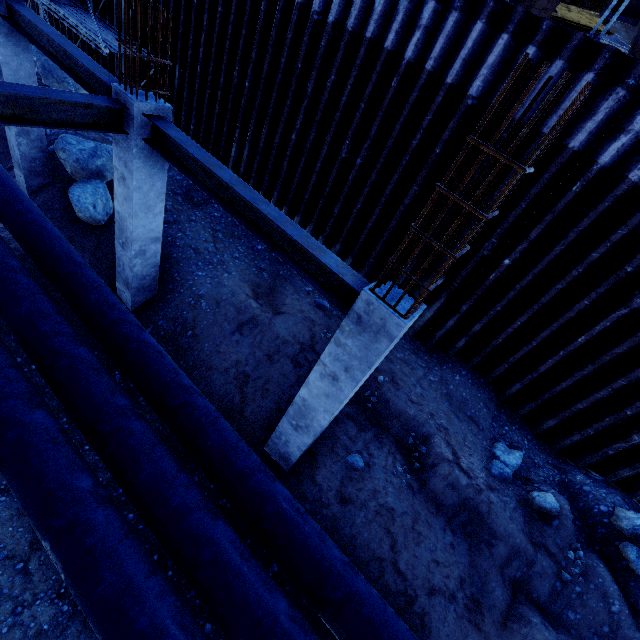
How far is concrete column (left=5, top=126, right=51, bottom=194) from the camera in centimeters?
786cm

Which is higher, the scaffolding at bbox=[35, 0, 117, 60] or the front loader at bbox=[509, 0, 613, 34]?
the front loader at bbox=[509, 0, 613, 34]

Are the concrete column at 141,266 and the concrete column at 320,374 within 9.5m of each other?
yes

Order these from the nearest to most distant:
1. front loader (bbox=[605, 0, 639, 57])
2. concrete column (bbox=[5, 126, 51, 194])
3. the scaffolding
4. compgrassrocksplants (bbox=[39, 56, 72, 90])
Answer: front loader (bbox=[605, 0, 639, 57]) → concrete column (bbox=[5, 126, 51, 194]) → the scaffolding → compgrassrocksplants (bbox=[39, 56, 72, 90])

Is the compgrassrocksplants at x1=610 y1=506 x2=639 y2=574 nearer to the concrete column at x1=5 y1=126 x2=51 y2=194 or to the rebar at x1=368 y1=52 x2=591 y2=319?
the rebar at x1=368 y1=52 x2=591 y2=319

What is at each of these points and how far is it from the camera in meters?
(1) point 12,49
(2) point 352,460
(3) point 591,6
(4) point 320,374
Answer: (1) concrete column, 6.8
(2) compgrassrocksplants, 6.0
(3) front loader, 7.2
(4) concrete column, 4.4

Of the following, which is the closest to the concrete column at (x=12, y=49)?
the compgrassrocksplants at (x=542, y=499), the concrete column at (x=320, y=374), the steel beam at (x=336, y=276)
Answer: the steel beam at (x=336, y=276)

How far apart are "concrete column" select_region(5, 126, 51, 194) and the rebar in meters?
9.4
